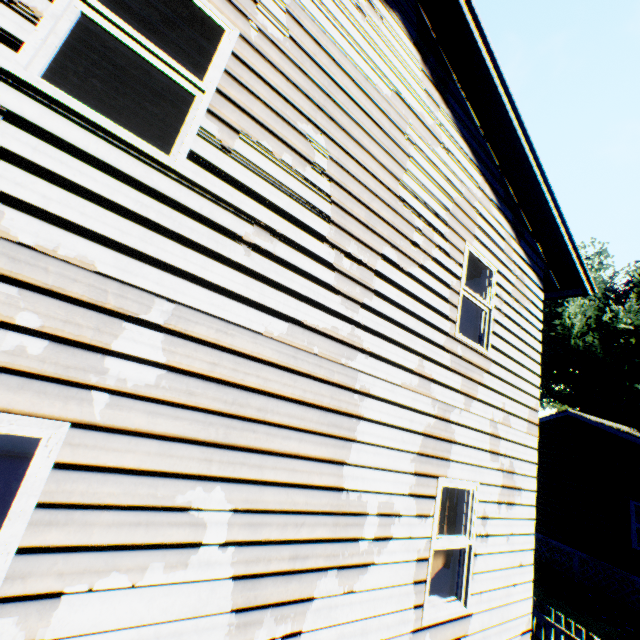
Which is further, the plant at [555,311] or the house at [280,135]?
the plant at [555,311]

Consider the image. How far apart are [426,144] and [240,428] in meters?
4.6

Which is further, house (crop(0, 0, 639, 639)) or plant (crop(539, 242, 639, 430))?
plant (crop(539, 242, 639, 430))

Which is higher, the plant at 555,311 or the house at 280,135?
the plant at 555,311

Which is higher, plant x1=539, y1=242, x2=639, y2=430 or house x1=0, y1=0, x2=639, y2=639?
plant x1=539, y1=242, x2=639, y2=430
